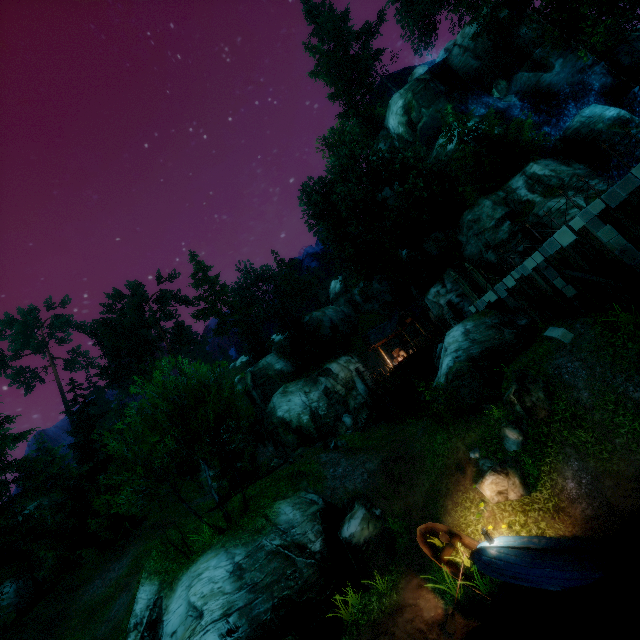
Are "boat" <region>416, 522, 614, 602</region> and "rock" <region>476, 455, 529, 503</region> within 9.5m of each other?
yes

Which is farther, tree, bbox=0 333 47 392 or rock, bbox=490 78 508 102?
tree, bbox=0 333 47 392

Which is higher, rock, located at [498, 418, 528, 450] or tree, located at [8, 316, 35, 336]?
tree, located at [8, 316, 35, 336]

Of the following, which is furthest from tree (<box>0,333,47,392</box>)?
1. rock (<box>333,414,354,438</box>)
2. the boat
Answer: the boat

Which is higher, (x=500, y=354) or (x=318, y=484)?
(x=500, y=354)

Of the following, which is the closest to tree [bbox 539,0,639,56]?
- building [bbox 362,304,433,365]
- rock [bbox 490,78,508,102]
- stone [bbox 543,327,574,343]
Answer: building [bbox 362,304,433,365]

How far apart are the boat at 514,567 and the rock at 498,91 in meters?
39.6

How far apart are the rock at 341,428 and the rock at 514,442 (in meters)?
17.20
